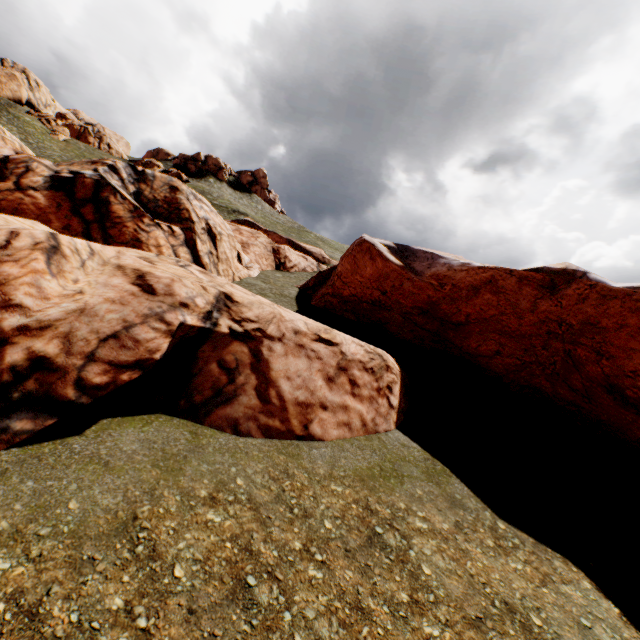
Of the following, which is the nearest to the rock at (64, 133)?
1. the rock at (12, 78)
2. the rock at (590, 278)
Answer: the rock at (12, 78)

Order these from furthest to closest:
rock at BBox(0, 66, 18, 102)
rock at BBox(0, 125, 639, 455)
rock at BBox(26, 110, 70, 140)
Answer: rock at BBox(0, 66, 18, 102) < rock at BBox(26, 110, 70, 140) < rock at BBox(0, 125, 639, 455)

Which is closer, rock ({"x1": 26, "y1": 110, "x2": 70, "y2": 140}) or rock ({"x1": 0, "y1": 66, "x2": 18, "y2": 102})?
rock ({"x1": 26, "y1": 110, "x2": 70, "y2": 140})

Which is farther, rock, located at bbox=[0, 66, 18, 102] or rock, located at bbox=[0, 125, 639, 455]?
rock, located at bbox=[0, 66, 18, 102]

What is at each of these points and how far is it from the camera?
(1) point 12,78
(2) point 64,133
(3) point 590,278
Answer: (1) rock, 59.06m
(2) rock, 57.94m
(3) rock, 13.67m

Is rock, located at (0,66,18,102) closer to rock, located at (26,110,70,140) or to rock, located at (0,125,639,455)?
rock, located at (26,110,70,140)

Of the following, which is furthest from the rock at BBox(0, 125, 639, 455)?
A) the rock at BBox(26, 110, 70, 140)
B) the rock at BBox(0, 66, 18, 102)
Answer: the rock at BBox(26, 110, 70, 140)
